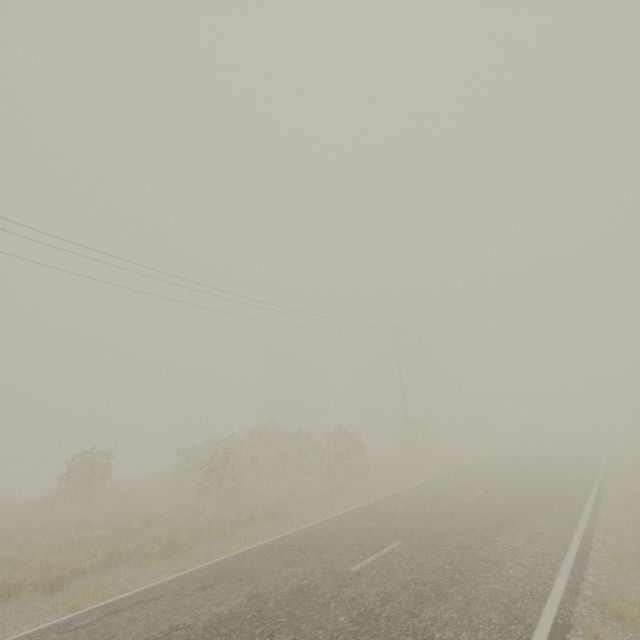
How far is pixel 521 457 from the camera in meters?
23.2

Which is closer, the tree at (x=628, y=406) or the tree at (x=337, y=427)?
the tree at (x=337, y=427)

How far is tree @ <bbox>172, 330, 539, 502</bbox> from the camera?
20.23m

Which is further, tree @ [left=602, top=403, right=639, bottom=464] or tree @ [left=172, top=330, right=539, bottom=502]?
tree @ [left=602, top=403, right=639, bottom=464]

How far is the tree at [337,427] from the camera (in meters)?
20.23
